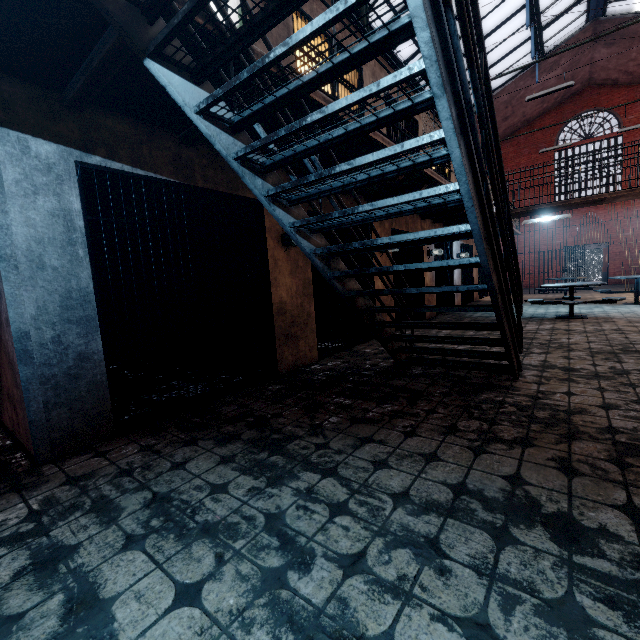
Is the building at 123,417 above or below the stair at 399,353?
below

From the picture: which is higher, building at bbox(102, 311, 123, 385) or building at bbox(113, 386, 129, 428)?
building at bbox(102, 311, 123, 385)

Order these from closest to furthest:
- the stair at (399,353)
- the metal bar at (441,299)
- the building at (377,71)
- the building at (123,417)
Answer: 1. the stair at (399,353)
2. the building at (123,417)
3. the building at (377,71)
4. the metal bar at (441,299)

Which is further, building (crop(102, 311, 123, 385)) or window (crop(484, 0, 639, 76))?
window (crop(484, 0, 639, 76))

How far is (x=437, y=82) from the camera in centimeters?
137cm

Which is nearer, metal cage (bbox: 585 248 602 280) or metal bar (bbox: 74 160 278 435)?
metal bar (bbox: 74 160 278 435)

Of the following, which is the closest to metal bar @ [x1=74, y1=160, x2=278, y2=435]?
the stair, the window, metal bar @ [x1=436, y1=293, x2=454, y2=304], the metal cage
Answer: the stair

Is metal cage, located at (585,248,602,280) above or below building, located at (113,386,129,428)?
above
